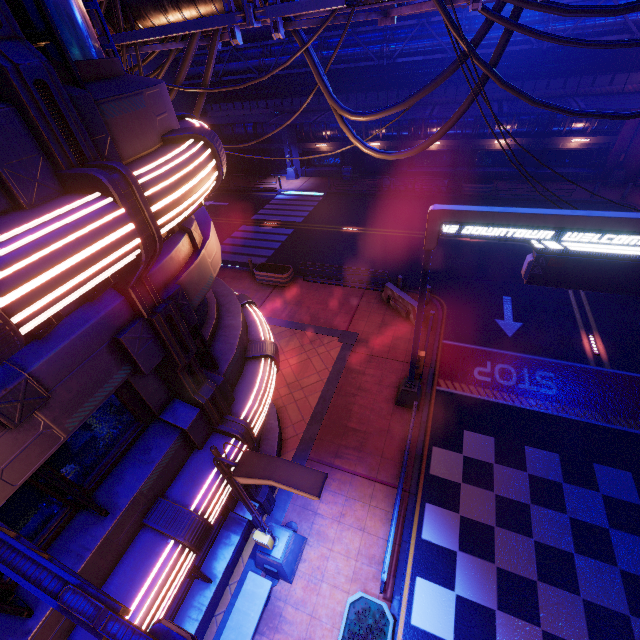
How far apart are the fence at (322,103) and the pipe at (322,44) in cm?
2

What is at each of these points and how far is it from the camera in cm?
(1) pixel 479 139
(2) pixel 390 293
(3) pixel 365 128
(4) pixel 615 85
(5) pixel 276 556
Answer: (1) beam, 2528
(2) fence, 1573
(3) walkway, 2789
(4) fence, 2092
(5) street light, 776

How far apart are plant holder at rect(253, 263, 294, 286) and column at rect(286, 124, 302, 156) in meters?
17.6 m

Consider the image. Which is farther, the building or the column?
the column

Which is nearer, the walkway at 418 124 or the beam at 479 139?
the beam at 479 139

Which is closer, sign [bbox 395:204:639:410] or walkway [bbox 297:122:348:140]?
sign [bbox 395:204:639:410]

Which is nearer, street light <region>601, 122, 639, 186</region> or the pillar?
the pillar

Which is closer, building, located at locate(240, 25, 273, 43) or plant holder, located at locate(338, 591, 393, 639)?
plant holder, located at locate(338, 591, 393, 639)
